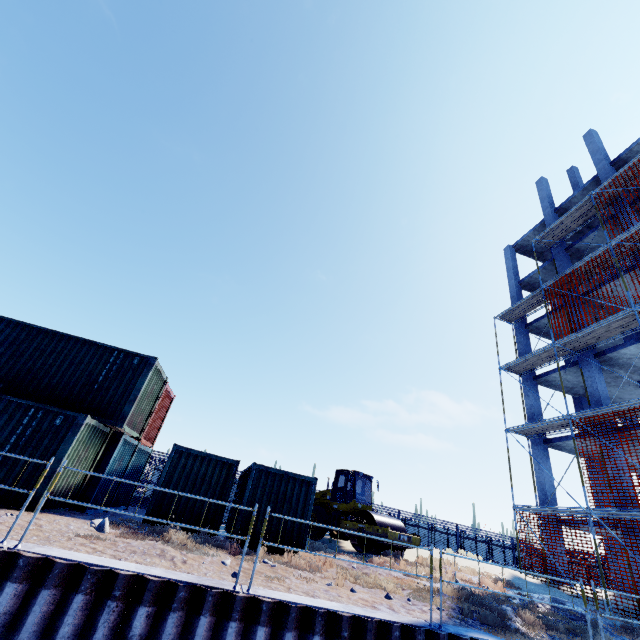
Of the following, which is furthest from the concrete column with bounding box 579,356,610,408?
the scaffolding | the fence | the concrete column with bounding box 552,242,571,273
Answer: the fence

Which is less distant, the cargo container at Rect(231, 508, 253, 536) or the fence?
the cargo container at Rect(231, 508, 253, 536)

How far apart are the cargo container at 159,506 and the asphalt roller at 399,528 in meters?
5.8 m

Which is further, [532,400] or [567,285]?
[532,400]

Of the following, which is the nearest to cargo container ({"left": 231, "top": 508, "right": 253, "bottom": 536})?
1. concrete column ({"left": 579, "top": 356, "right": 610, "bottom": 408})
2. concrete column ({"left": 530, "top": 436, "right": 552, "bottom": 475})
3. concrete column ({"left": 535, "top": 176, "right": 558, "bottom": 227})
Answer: concrete column ({"left": 530, "top": 436, "right": 552, "bottom": 475})

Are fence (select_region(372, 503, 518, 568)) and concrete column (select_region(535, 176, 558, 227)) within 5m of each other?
no

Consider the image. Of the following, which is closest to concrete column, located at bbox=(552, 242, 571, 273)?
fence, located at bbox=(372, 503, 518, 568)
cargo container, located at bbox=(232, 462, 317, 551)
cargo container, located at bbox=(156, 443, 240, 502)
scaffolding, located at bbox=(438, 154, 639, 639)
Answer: scaffolding, located at bbox=(438, 154, 639, 639)

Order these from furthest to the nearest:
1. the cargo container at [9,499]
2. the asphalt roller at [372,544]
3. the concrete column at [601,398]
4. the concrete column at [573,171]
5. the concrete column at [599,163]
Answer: the concrete column at [573,171] → the concrete column at [599,163] → the concrete column at [601,398] → the asphalt roller at [372,544] → the cargo container at [9,499]
